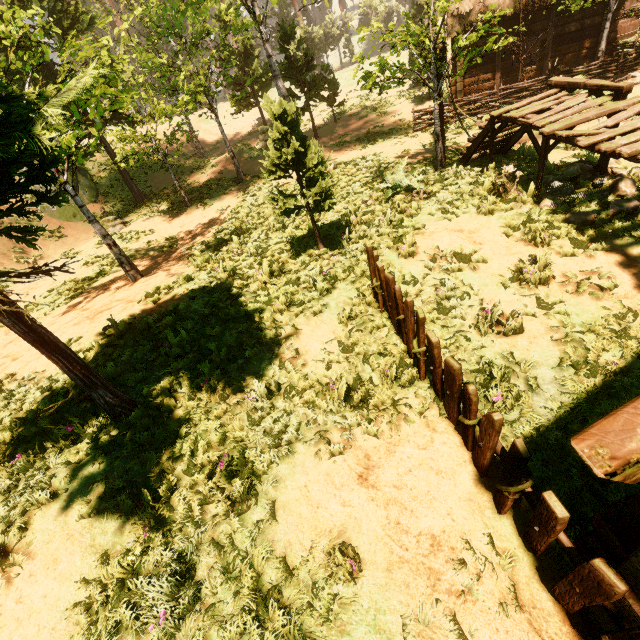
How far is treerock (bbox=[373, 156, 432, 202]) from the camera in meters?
9.2 m

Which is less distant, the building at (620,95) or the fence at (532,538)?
the fence at (532,538)

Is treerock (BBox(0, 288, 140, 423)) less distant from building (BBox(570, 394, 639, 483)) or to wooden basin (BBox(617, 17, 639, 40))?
building (BBox(570, 394, 639, 483))

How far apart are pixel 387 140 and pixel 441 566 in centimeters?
1823cm

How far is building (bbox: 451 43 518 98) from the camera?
15.51m

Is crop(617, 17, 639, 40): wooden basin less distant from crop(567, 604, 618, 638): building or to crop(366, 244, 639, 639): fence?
crop(567, 604, 618, 638): building

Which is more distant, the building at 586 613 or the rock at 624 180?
the rock at 624 180
